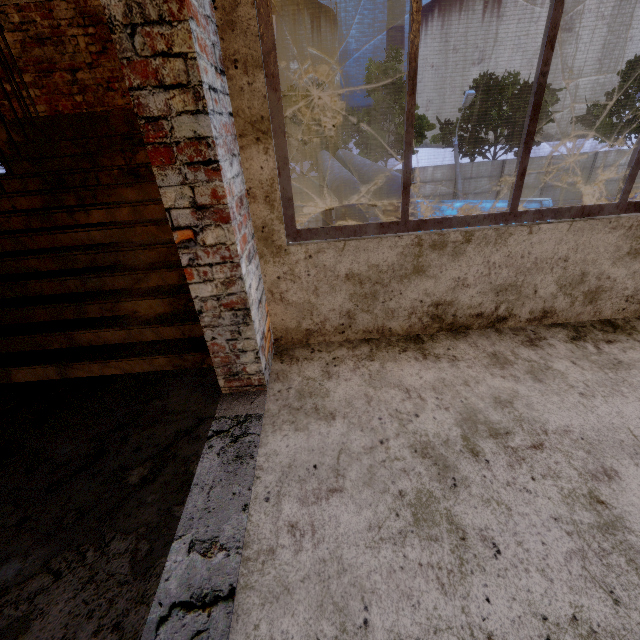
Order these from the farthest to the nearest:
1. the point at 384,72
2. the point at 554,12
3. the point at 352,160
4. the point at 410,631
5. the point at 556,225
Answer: the point at 384,72 → the point at 352,160 → the point at 556,225 → the point at 554,12 → the point at 410,631

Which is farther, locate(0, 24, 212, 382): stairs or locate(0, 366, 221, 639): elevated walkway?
locate(0, 24, 212, 382): stairs

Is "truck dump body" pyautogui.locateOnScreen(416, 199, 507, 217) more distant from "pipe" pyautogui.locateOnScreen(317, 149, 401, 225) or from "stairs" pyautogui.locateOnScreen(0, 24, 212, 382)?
"stairs" pyautogui.locateOnScreen(0, 24, 212, 382)

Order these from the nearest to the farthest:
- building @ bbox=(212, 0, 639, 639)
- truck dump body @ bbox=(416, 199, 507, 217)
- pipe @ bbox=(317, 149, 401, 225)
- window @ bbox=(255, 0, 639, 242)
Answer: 1. building @ bbox=(212, 0, 639, 639)
2. window @ bbox=(255, 0, 639, 242)
3. pipe @ bbox=(317, 149, 401, 225)
4. truck dump body @ bbox=(416, 199, 507, 217)

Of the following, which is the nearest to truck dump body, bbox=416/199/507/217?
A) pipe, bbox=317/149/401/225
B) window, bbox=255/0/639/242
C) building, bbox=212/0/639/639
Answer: pipe, bbox=317/149/401/225

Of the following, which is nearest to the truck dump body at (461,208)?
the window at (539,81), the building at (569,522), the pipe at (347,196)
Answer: the pipe at (347,196)

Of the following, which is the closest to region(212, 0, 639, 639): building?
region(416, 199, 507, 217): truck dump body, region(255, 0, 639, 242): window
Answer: region(255, 0, 639, 242): window

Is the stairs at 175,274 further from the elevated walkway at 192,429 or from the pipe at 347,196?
the pipe at 347,196
